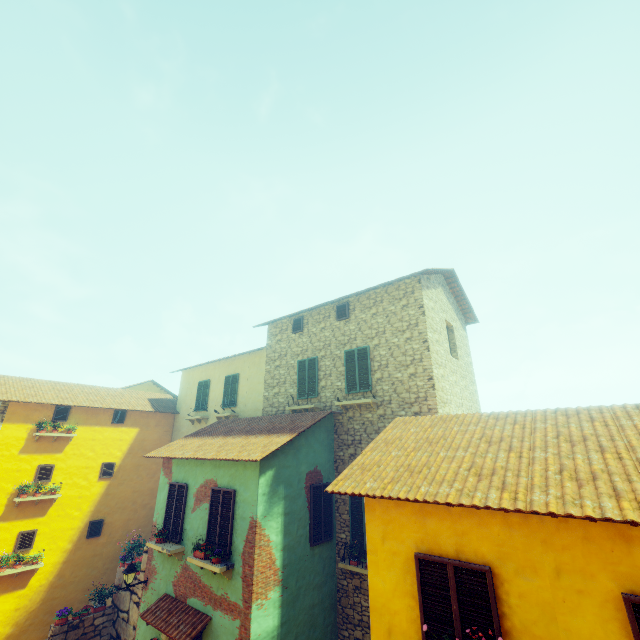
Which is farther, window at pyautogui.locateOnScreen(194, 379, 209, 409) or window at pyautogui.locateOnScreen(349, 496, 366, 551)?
window at pyautogui.locateOnScreen(194, 379, 209, 409)

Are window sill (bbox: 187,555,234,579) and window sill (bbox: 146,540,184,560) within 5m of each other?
yes

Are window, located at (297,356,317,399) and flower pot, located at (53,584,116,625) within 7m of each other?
no

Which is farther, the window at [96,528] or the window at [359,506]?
the window at [96,528]

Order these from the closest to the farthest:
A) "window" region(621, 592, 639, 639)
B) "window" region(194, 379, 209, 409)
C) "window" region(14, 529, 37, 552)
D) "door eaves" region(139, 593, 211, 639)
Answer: "window" region(621, 592, 639, 639)
"door eaves" region(139, 593, 211, 639)
"window" region(14, 529, 37, 552)
"window" region(194, 379, 209, 409)

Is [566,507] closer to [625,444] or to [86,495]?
[625,444]

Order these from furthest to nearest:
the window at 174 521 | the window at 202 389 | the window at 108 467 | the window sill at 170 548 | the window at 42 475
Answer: the window at 202 389 < the window at 108 467 < the window at 42 475 < the window at 174 521 < the window sill at 170 548

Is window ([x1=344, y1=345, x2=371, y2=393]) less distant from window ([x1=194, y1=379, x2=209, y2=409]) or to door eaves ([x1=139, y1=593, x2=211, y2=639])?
door eaves ([x1=139, y1=593, x2=211, y2=639])
